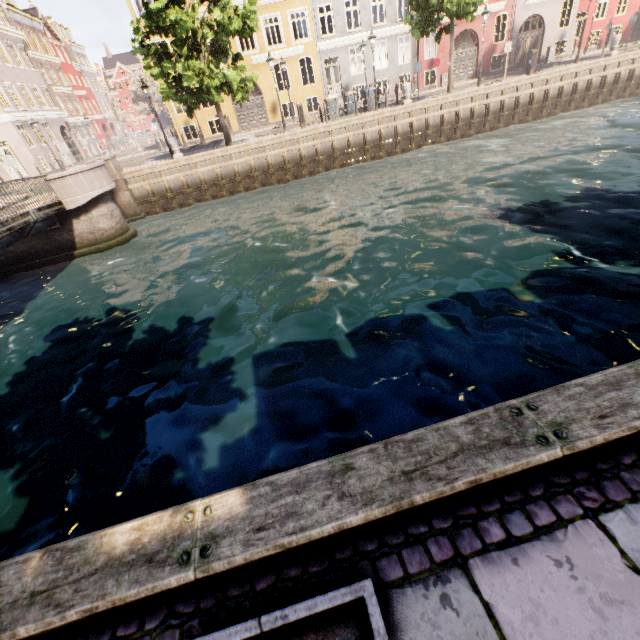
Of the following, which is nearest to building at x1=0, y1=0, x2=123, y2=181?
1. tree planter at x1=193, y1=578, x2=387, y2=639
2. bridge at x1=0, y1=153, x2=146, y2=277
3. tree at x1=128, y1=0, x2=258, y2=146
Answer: tree at x1=128, y1=0, x2=258, y2=146

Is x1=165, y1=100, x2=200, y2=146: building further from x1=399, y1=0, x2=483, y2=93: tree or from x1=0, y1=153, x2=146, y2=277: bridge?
x1=0, y1=153, x2=146, y2=277: bridge

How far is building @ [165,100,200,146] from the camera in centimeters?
2431cm

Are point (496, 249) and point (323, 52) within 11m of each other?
no

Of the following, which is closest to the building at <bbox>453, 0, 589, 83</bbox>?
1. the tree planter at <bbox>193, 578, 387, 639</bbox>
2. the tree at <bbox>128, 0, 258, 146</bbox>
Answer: the tree at <bbox>128, 0, 258, 146</bbox>

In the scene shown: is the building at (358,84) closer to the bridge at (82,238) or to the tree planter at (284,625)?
the tree planter at (284,625)

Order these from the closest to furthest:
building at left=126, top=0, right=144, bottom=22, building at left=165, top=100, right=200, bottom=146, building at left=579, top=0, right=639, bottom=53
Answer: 1. building at left=126, top=0, right=144, bottom=22
2. building at left=165, top=100, right=200, bottom=146
3. building at left=579, top=0, right=639, bottom=53

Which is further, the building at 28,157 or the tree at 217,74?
the building at 28,157
